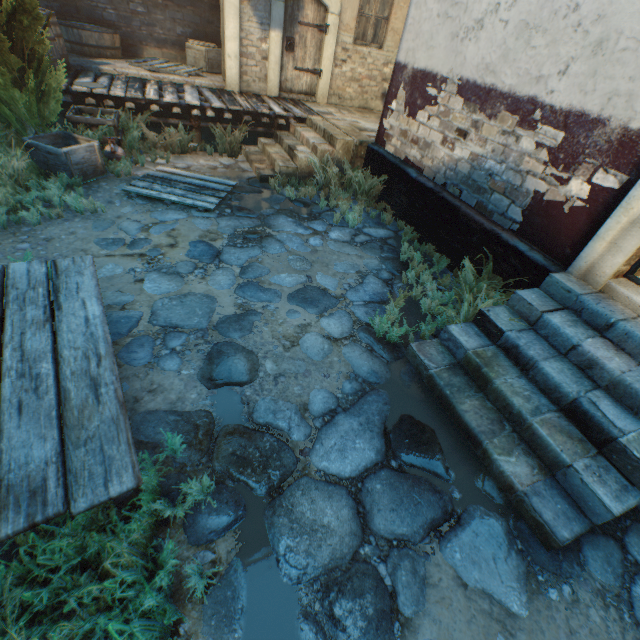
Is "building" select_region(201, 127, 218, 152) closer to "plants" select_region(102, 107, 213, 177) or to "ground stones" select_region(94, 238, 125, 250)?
"ground stones" select_region(94, 238, 125, 250)

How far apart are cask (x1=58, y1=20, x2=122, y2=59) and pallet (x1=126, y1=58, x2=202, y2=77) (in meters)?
0.75

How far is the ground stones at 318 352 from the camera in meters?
3.4 m

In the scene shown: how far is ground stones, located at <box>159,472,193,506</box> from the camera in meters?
2.2

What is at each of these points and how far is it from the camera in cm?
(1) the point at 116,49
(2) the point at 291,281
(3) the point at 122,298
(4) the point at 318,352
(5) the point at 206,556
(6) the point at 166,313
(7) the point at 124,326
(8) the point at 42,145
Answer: (1) cask, 852
(2) ground stones, 434
(3) ground stones, 357
(4) ground stones, 347
(5) ground stones, 203
(6) ground stones, 353
(7) ground stones, 329
(8) wooden crate, 501

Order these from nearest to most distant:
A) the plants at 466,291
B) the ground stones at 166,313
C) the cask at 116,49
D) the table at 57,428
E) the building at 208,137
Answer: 1. the table at 57,428
2. the ground stones at 166,313
3. the plants at 466,291
4. the cask at 116,49
5. the building at 208,137

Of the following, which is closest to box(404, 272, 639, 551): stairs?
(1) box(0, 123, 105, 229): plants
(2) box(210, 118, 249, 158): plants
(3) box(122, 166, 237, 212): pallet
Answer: (3) box(122, 166, 237, 212): pallet

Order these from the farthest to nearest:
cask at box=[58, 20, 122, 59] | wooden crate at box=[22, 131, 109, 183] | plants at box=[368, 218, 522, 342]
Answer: cask at box=[58, 20, 122, 59] < wooden crate at box=[22, 131, 109, 183] < plants at box=[368, 218, 522, 342]
